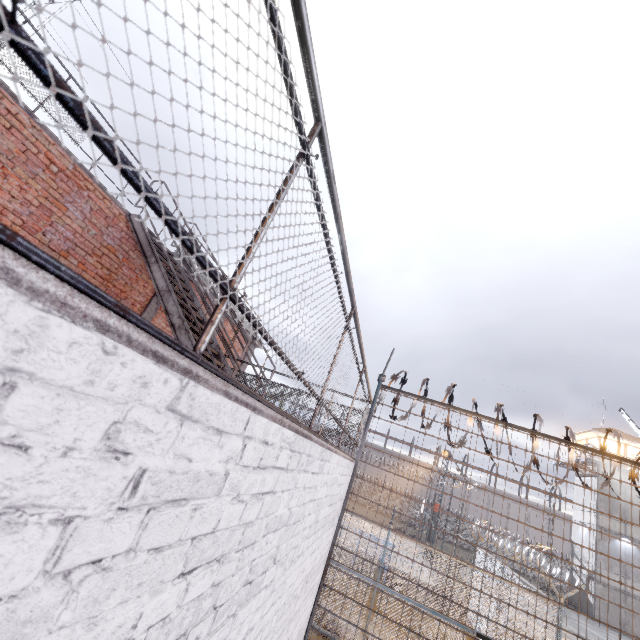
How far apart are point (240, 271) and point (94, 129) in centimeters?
51cm

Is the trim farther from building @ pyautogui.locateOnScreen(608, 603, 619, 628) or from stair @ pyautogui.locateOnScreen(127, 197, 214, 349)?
building @ pyautogui.locateOnScreen(608, 603, 619, 628)

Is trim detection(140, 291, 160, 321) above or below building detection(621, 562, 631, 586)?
above

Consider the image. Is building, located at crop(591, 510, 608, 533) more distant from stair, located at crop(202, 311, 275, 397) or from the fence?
stair, located at crop(202, 311, 275, 397)

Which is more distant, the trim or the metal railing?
the trim

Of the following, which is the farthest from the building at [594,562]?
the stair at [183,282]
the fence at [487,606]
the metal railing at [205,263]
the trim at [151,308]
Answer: the stair at [183,282]

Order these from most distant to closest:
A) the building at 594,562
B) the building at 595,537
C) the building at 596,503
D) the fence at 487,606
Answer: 1. the building at 596,503
2. the building at 595,537
3. the building at 594,562
4. the fence at 487,606

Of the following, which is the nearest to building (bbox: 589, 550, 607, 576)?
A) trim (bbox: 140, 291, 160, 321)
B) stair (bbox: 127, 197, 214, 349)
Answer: → trim (bbox: 140, 291, 160, 321)
